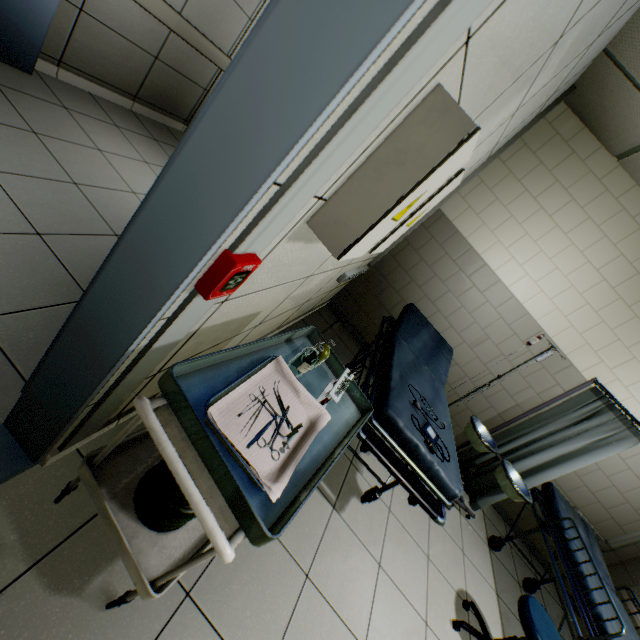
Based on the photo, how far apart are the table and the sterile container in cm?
2

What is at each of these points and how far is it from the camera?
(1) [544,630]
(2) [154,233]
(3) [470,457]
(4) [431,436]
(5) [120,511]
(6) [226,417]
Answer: (1) chair, 2.12m
(2) door, 0.78m
(3) medical screen, 3.79m
(4) blood pressure cuff, 2.06m
(5) table, 1.15m
(6) tray, 0.98m

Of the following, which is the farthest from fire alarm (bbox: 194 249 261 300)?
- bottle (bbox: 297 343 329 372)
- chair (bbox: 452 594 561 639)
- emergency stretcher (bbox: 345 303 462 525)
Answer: chair (bbox: 452 594 561 639)

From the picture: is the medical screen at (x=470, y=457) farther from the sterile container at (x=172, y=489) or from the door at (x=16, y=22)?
the door at (x=16, y=22)

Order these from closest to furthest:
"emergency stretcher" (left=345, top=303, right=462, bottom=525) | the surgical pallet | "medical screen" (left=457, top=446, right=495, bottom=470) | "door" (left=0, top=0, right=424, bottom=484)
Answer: "door" (left=0, top=0, right=424, bottom=484), "emergency stretcher" (left=345, top=303, right=462, bottom=525), the surgical pallet, "medical screen" (left=457, top=446, right=495, bottom=470)

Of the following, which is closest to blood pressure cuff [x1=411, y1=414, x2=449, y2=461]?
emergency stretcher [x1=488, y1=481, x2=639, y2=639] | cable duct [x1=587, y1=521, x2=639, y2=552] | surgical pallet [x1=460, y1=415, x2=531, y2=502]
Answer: surgical pallet [x1=460, y1=415, x2=531, y2=502]

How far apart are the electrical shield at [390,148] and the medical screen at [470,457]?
3.2m

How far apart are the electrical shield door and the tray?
0.5m
